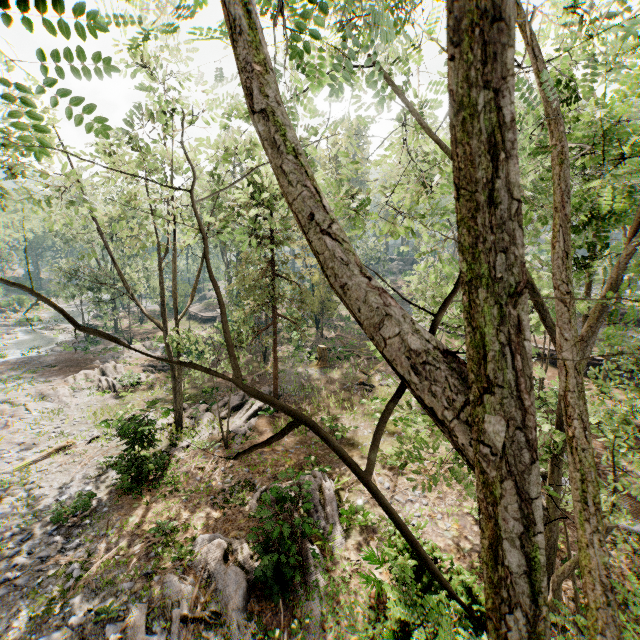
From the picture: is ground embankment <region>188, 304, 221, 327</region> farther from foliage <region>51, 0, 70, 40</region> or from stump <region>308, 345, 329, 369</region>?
stump <region>308, 345, 329, 369</region>

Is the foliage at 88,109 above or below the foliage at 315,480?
above

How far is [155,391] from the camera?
23.0 meters

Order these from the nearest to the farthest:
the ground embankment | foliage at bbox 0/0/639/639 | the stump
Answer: Result: foliage at bbox 0/0/639/639, the stump, the ground embankment

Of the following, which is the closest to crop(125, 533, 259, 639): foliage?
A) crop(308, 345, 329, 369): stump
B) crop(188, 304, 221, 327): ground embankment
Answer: crop(188, 304, 221, 327): ground embankment

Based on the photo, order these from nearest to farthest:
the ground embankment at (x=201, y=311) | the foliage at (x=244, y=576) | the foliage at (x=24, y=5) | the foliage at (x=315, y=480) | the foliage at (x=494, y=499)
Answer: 1. the foliage at (x=494, y=499)
2. the foliage at (x=24, y=5)
3. the foliage at (x=244, y=576)
4. the foliage at (x=315, y=480)
5. the ground embankment at (x=201, y=311)

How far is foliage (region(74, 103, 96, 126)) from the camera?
2.02m
